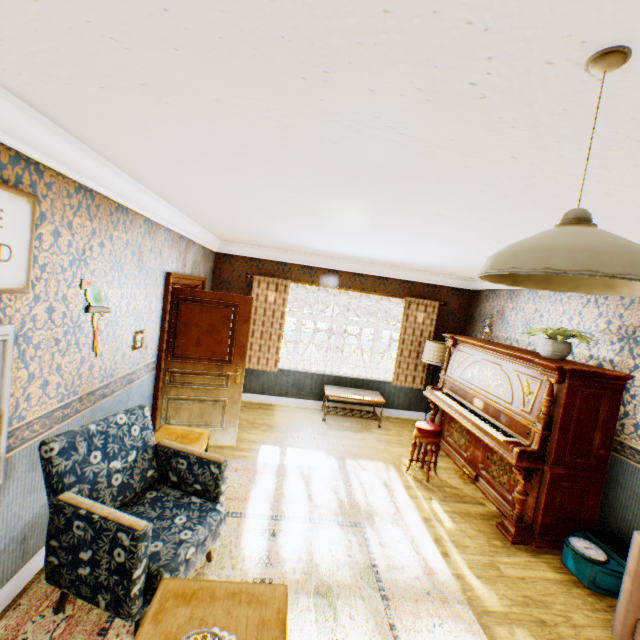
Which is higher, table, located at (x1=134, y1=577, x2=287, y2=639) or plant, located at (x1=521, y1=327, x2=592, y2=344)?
plant, located at (x1=521, y1=327, x2=592, y2=344)

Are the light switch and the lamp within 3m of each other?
no

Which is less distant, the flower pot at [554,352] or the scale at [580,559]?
the scale at [580,559]

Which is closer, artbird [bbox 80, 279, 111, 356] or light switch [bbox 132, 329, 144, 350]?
artbird [bbox 80, 279, 111, 356]

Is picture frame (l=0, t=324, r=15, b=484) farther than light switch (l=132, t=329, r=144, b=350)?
No

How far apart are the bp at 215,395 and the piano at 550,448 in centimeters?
321cm

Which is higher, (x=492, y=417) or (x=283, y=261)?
(x=283, y=261)

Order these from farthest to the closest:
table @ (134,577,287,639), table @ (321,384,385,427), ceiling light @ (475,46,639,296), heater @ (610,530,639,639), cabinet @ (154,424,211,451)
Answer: table @ (321,384,385,427) → cabinet @ (154,424,211,451) → heater @ (610,530,639,639) → table @ (134,577,287,639) → ceiling light @ (475,46,639,296)
